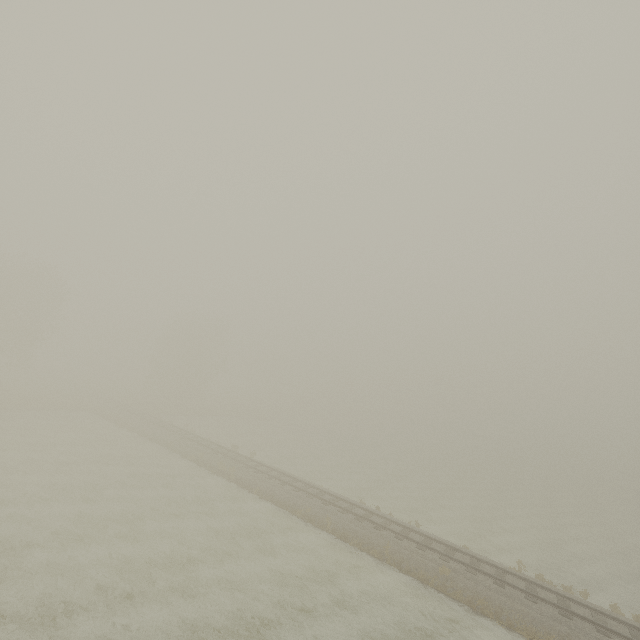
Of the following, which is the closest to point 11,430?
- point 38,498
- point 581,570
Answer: point 38,498
